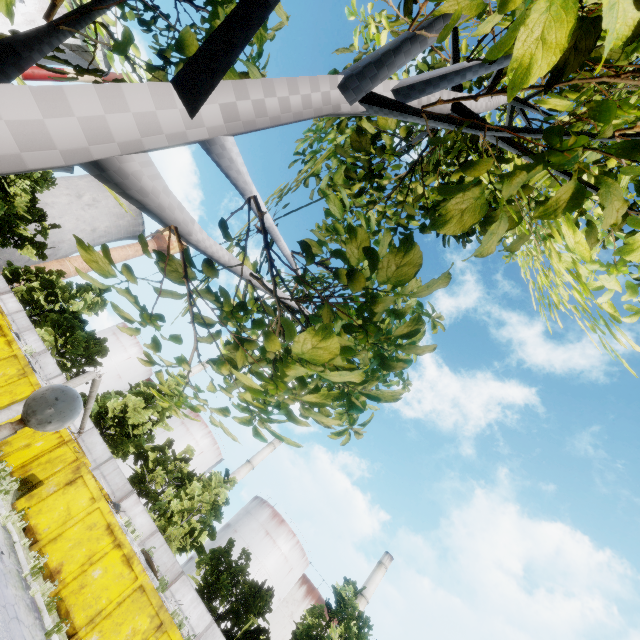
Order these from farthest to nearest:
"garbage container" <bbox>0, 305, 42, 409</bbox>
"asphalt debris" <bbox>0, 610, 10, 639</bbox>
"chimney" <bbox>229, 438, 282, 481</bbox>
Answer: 1. "chimney" <bbox>229, 438, 282, 481</bbox>
2. "garbage container" <bbox>0, 305, 42, 409</bbox>
3. "asphalt debris" <bbox>0, 610, 10, 639</bbox>

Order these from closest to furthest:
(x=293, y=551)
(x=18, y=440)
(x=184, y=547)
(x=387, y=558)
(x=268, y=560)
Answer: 1. (x=18, y=440)
2. (x=184, y=547)
3. (x=268, y=560)
4. (x=293, y=551)
5. (x=387, y=558)

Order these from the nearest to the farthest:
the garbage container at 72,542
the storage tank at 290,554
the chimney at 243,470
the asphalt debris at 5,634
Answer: the asphalt debris at 5,634 < the garbage container at 72,542 < the storage tank at 290,554 < the chimney at 243,470

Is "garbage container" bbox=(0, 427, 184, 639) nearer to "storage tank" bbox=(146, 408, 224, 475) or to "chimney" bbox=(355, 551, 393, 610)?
"chimney" bbox=(355, 551, 393, 610)

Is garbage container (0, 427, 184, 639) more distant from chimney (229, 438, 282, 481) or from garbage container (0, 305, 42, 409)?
chimney (229, 438, 282, 481)

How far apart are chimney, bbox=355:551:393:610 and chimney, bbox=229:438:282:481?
21.6 meters

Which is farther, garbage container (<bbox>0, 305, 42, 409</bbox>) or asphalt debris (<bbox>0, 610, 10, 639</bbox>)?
garbage container (<bbox>0, 305, 42, 409</bbox>)

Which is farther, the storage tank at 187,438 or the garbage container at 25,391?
the storage tank at 187,438
